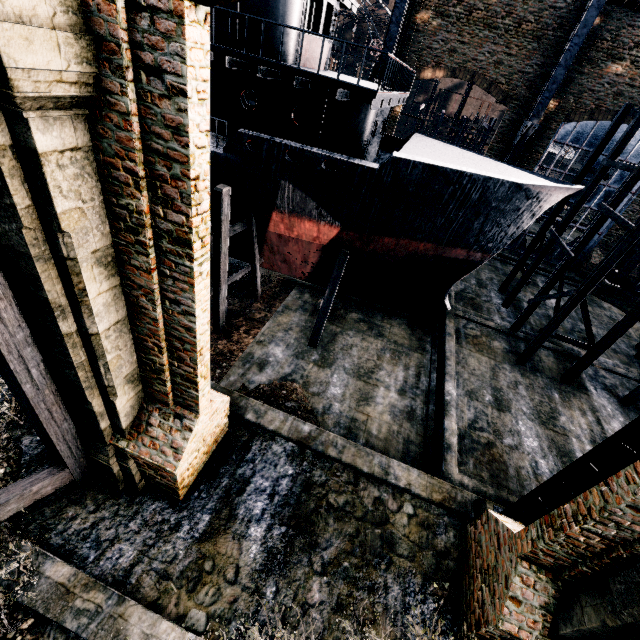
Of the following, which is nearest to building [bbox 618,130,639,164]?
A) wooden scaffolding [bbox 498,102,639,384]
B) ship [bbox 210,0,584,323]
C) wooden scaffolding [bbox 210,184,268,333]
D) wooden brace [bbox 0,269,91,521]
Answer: wooden brace [bbox 0,269,91,521]

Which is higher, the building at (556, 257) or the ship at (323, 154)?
the ship at (323, 154)

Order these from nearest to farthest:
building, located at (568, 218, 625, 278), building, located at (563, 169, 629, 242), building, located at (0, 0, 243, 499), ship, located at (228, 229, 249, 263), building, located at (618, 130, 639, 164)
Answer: building, located at (0, 0, 243, 499) < ship, located at (228, 229, 249, 263) < building, located at (618, 130, 639, 164) < building, located at (563, 169, 629, 242) < building, located at (568, 218, 625, 278)

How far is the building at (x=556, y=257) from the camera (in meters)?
29.27

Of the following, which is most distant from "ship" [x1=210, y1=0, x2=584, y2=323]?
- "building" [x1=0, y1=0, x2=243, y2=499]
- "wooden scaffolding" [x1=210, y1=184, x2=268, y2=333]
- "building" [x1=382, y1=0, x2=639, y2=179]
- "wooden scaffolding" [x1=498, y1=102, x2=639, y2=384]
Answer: "building" [x1=0, y1=0, x2=243, y2=499]

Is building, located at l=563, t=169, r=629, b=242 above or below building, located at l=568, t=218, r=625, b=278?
above

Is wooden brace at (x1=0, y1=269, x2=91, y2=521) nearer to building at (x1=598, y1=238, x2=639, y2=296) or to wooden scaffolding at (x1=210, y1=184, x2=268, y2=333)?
building at (x1=598, y1=238, x2=639, y2=296)

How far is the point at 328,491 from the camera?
10.0 meters
